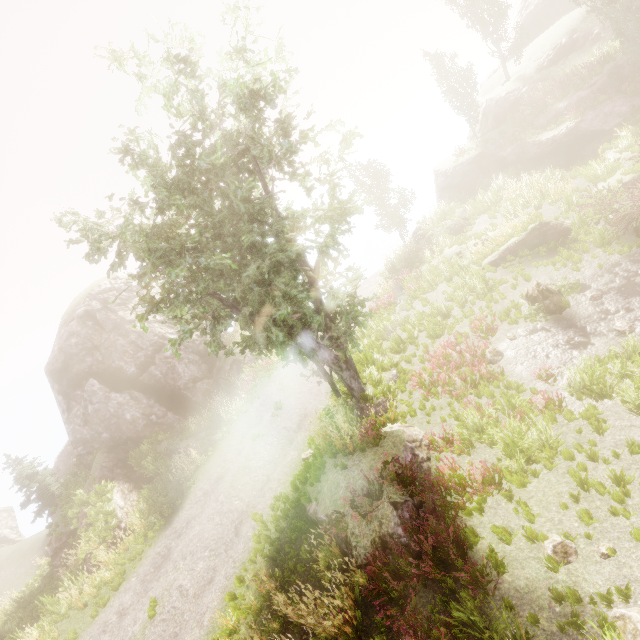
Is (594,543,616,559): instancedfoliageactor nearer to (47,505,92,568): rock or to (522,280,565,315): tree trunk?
(47,505,92,568): rock

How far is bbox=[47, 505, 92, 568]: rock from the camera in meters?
16.7

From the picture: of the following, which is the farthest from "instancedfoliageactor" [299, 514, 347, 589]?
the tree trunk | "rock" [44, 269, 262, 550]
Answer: the tree trunk

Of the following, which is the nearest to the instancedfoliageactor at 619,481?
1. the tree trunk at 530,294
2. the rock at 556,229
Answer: the rock at 556,229

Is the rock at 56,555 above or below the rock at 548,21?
below

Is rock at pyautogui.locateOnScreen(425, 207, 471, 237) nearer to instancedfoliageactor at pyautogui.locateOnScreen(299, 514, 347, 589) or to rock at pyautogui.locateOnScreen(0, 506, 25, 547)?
instancedfoliageactor at pyautogui.locateOnScreen(299, 514, 347, 589)

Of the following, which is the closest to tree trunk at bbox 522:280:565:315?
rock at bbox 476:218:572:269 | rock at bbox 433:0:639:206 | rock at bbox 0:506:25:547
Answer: rock at bbox 476:218:572:269

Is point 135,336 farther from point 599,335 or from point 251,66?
point 599,335
